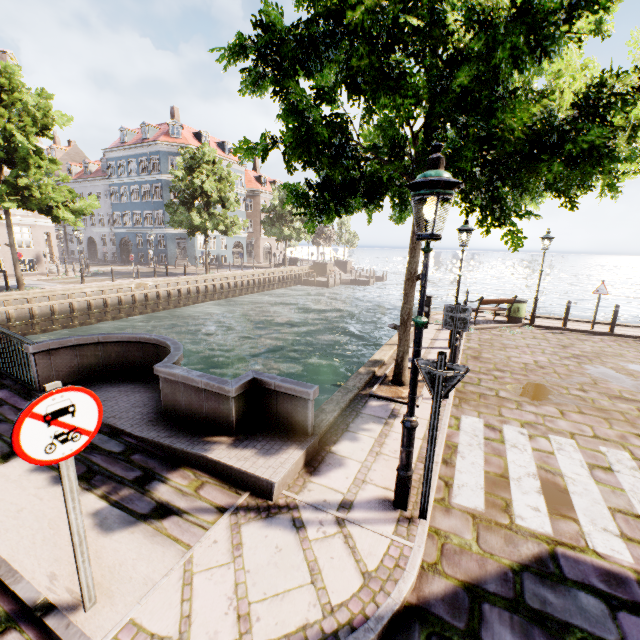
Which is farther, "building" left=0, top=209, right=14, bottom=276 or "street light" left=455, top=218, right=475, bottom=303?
"building" left=0, top=209, right=14, bottom=276

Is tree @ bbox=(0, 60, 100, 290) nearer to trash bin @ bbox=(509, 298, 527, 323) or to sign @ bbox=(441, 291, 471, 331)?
sign @ bbox=(441, 291, 471, 331)

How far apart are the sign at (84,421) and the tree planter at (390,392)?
4.93m

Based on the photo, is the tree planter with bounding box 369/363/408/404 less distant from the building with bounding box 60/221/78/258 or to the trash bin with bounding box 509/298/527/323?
the trash bin with bounding box 509/298/527/323

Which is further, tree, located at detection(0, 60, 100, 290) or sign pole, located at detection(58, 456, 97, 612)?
tree, located at detection(0, 60, 100, 290)

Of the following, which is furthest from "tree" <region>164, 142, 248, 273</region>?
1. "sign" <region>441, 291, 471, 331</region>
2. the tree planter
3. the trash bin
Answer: the trash bin

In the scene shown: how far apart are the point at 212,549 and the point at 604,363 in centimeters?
1114cm

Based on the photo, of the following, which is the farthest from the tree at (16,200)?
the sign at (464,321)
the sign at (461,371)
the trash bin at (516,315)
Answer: the trash bin at (516,315)
